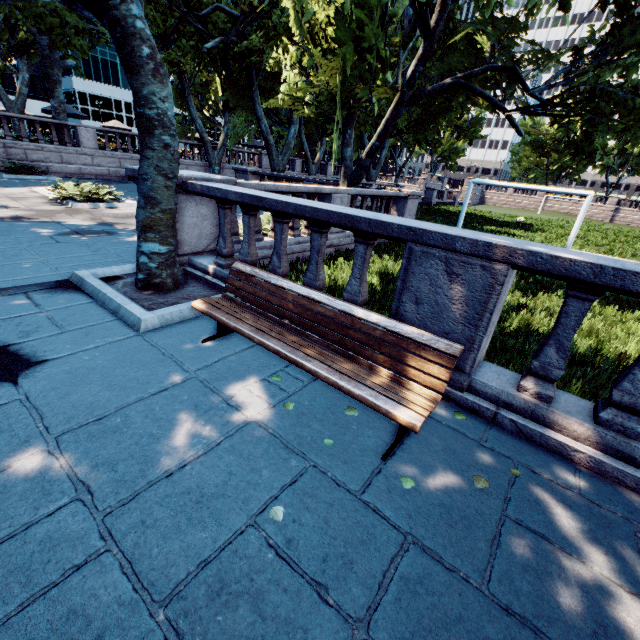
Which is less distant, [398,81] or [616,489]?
[616,489]

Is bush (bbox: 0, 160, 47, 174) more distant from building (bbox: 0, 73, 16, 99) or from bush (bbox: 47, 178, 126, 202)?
building (bbox: 0, 73, 16, 99)

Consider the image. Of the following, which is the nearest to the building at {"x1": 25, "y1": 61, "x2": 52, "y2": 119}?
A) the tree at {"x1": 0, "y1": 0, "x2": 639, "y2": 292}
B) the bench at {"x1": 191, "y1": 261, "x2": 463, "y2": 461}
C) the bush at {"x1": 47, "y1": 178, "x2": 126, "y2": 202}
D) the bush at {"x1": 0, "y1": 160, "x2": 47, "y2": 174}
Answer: the tree at {"x1": 0, "y1": 0, "x2": 639, "y2": 292}

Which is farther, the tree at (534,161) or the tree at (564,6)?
the tree at (534,161)

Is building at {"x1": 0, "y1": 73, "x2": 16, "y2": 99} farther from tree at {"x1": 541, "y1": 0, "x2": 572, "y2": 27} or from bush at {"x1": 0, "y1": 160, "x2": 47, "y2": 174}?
bush at {"x1": 0, "y1": 160, "x2": 47, "y2": 174}

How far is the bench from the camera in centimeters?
266cm

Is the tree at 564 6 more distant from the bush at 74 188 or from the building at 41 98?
the building at 41 98

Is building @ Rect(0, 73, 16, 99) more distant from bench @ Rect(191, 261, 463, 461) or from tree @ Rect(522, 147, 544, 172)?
bench @ Rect(191, 261, 463, 461)
